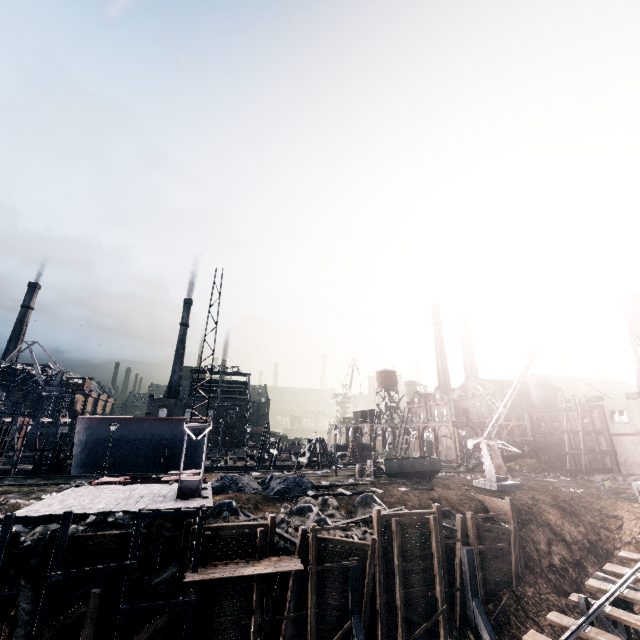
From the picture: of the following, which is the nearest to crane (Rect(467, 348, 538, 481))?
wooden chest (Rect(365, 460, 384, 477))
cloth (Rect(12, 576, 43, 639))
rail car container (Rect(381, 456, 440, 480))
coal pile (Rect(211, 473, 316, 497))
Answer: rail car container (Rect(381, 456, 440, 480))

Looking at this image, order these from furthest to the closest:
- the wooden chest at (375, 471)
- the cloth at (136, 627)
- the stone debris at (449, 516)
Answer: the wooden chest at (375, 471) → the stone debris at (449, 516) → the cloth at (136, 627)

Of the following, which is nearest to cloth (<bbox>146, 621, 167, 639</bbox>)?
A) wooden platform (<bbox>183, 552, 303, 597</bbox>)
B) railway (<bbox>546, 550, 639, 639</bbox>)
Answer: wooden platform (<bbox>183, 552, 303, 597</bbox>)

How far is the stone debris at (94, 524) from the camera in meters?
18.5

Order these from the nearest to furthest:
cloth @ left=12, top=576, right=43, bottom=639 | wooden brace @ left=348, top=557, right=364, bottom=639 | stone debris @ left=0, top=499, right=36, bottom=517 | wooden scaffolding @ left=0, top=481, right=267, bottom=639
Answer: cloth @ left=12, top=576, right=43, bottom=639 < wooden scaffolding @ left=0, top=481, right=267, bottom=639 < wooden brace @ left=348, top=557, right=364, bottom=639 < stone debris @ left=0, top=499, right=36, bottom=517

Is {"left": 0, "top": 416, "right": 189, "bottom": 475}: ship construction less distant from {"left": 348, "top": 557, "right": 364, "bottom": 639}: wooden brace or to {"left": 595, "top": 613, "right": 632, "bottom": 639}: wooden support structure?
{"left": 348, "top": 557, "right": 364, "bottom": 639}: wooden brace

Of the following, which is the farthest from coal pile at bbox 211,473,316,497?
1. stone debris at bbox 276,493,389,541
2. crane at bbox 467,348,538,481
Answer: crane at bbox 467,348,538,481

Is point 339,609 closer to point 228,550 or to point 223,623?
point 223,623
